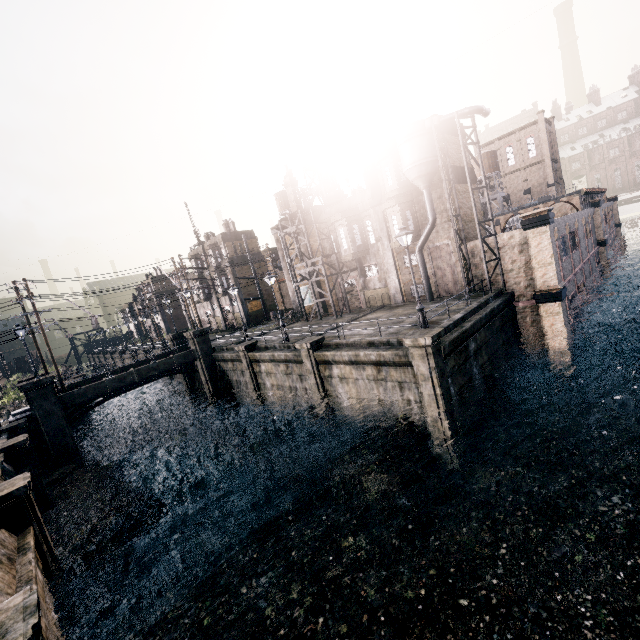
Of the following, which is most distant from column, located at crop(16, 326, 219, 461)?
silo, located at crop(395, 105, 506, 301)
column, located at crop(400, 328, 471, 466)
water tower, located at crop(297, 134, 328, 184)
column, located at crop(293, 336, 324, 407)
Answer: column, located at crop(400, 328, 471, 466)

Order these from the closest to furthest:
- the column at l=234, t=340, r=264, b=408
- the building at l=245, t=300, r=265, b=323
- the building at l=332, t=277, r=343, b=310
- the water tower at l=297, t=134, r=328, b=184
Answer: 1. the column at l=234, t=340, r=264, b=408
2. the building at l=332, t=277, r=343, b=310
3. the water tower at l=297, t=134, r=328, b=184
4. the building at l=245, t=300, r=265, b=323

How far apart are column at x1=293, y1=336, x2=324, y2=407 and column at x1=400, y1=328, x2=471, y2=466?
6.9 meters

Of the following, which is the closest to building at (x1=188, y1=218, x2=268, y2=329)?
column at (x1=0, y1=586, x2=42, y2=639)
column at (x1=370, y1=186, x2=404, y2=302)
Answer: column at (x1=370, y1=186, x2=404, y2=302)

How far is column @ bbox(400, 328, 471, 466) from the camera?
15.38m

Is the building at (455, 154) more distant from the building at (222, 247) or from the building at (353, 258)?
the building at (222, 247)

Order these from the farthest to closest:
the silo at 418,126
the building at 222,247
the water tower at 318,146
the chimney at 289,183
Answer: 1. the building at 222,247
2. the water tower at 318,146
3. the chimney at 289,183
4. the silo at 418,126

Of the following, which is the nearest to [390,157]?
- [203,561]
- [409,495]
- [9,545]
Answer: [409,495]
